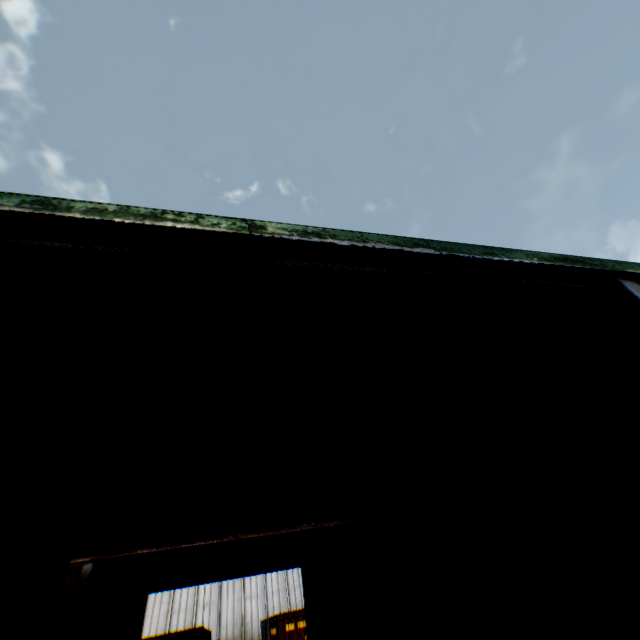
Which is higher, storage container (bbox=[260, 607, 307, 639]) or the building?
the building

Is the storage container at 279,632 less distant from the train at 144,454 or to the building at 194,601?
the train at 144,454

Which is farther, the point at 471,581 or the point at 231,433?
the point at 471,581

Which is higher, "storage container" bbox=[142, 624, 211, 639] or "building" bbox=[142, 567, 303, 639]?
"building" bbox=[142, 567, 303, 639]

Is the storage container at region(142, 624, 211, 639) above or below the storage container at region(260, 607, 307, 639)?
above

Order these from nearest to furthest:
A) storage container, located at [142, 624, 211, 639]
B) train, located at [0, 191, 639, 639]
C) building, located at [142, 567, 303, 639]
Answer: train, located at [0, 191, 639, 639] < storage container, located at [142, 624, 211, 639] < building, located at [142, 567, 303, 639]

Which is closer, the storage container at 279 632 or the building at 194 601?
the storage container at 279 632

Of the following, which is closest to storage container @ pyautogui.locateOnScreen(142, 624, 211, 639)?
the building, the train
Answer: the building
